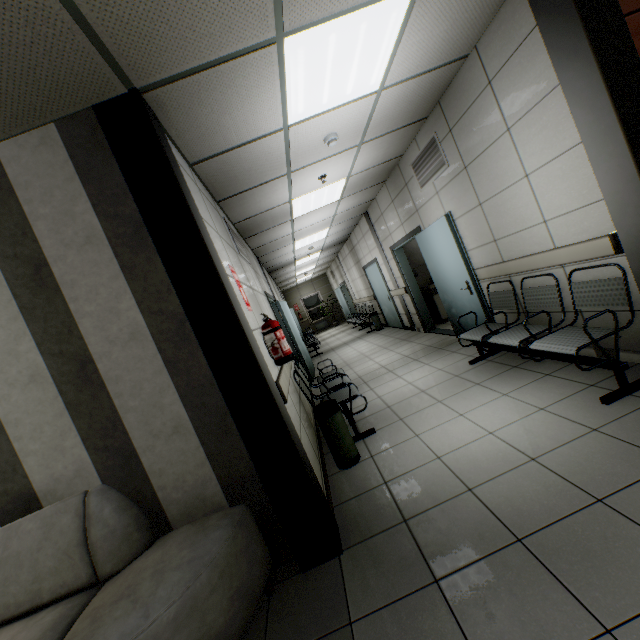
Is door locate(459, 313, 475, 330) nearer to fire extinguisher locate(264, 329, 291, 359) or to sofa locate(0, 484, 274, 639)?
fire extinguisher locate(264, 329, 291, 359)

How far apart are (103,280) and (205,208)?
1.2m

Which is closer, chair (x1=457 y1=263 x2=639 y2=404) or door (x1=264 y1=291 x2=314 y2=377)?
chair (x1=457 y1=263 x2=639 y2=404)

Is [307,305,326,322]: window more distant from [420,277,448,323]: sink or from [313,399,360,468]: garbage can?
[313,399,360,468]: garbage can

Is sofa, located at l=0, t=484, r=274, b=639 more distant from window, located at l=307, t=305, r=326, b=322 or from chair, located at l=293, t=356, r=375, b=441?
window, located at l=307, t=305, r=326, b=322

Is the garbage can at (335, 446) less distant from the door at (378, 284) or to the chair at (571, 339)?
the chair at (571, 339)

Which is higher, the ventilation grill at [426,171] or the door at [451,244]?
the ventilation grill at [426,171]

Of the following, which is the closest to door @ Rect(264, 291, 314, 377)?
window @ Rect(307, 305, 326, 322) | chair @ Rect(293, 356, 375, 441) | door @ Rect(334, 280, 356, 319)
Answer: chair @ Rect(293, 356, 375, 441)
